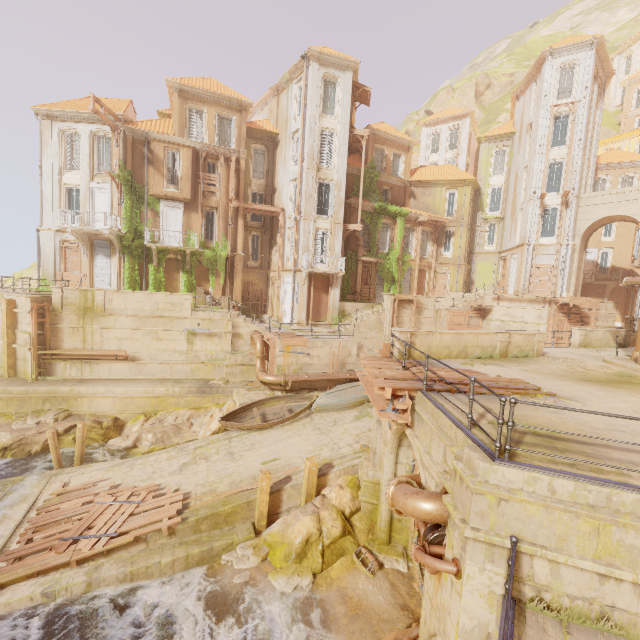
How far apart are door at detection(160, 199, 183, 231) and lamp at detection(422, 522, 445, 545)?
25.3m

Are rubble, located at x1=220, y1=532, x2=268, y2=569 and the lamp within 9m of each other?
yes

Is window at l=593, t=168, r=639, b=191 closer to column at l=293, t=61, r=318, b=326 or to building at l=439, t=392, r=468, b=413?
building at l=439, t=392, r=468, b=413

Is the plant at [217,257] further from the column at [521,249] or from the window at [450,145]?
the window at [450,145]

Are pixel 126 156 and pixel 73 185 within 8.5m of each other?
yes

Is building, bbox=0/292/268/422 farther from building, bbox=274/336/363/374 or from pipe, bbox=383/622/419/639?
pipe, bbox=383/622/419/639

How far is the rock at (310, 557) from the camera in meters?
10.5

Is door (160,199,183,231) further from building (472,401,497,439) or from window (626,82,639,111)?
window (626,82,639,111)
